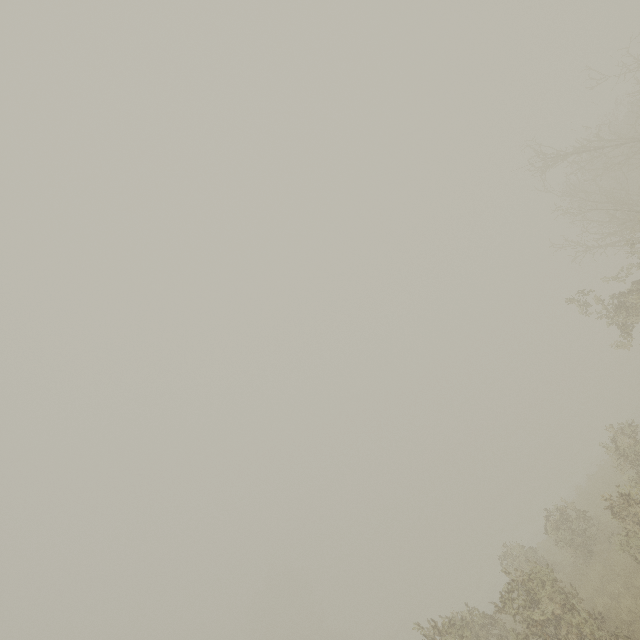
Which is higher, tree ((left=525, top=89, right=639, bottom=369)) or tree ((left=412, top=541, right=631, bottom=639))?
tree ((left=525, top=89, right=639, bottom=369))

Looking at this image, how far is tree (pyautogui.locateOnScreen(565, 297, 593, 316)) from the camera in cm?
1267

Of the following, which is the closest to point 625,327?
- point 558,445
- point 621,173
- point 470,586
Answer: point 621,173

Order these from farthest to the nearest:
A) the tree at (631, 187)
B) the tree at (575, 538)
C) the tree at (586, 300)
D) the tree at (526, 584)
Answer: the tree at (586, 300), the tree at (631, 187), the tree at (575, 538), the tree at (526, 584)

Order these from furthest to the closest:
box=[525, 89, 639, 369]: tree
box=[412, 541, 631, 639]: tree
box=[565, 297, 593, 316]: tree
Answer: box=[565, 297, 593, 316]: tree < box=[525, 89, 639, 369]: tree < box=[412, 541, 631, 639]: tree

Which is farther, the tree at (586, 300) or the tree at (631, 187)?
the tree at (586, 300)

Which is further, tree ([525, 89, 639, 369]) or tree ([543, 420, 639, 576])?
tree ([525, 89, 639, 369])
